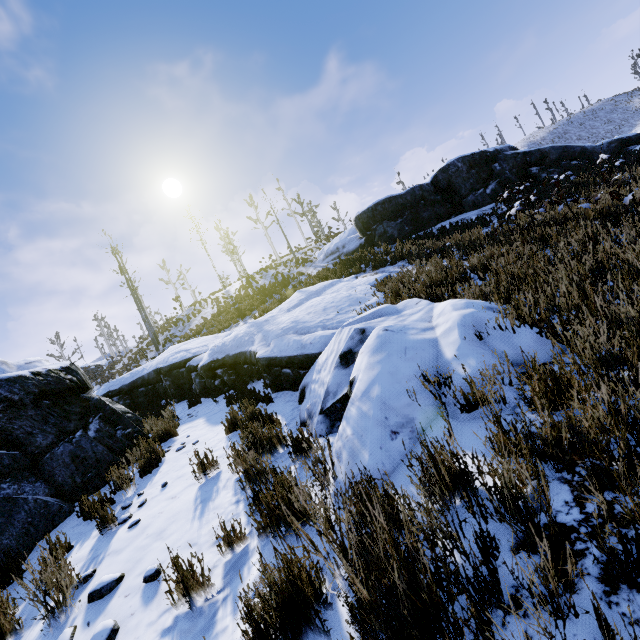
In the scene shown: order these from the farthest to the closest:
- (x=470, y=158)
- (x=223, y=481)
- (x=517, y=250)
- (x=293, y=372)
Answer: (x=470, y=158) → (x=293, y=372) → (x=517, y=250) → (x=223, y=481)

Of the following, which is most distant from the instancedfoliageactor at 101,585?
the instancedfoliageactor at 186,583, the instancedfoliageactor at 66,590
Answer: the instancedfoliageactor at 186,583

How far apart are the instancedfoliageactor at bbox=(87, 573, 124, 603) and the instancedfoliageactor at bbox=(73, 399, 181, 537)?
3.1m

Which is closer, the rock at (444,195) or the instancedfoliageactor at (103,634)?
the instancedfoliageactor at (103,634)

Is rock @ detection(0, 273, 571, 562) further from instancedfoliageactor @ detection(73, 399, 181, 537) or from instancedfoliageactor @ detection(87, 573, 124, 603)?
instancedfoliageactor @ detection(87, 573, 124, 603)

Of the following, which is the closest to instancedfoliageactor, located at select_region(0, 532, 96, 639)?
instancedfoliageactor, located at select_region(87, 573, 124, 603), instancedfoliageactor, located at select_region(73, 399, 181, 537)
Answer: instancedfoliageactor, located at select_region(87, 573, 124, 603)

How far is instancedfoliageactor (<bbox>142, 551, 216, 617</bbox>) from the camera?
2.4 meters

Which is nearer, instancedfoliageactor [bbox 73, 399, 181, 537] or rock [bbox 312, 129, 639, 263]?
instancedfoliageactor [bbox 73, 399, 181, 537]
